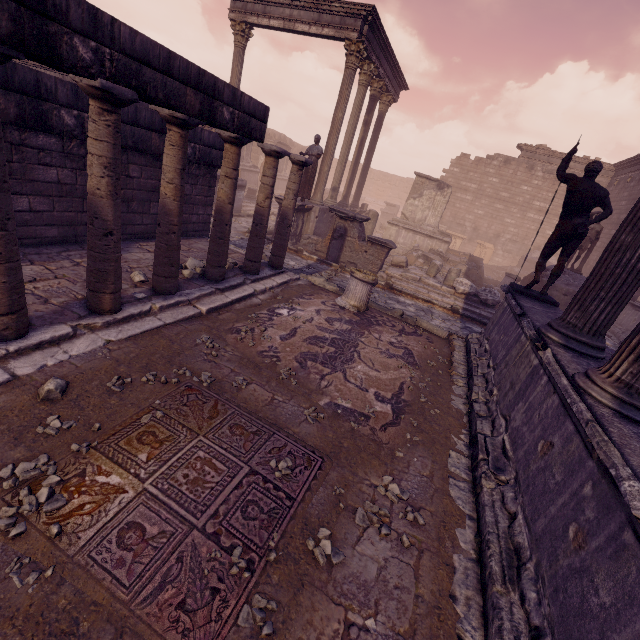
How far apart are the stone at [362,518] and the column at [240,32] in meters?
15.1

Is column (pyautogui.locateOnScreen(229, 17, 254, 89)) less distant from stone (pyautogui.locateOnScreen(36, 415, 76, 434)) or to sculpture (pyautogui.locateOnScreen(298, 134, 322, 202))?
sculpture (pyautogui.locateOnScreen(298, 134, 322, 202))

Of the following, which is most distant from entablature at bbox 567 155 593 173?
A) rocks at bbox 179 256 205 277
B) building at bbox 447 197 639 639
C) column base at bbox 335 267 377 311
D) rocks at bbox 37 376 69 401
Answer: rocks at bbox 37 376 69 401

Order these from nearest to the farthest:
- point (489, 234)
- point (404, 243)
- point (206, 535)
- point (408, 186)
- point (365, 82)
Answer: point (206, 535) < point (365, 82) < point (404, 243) < point (489, 234) < point (408, 186)

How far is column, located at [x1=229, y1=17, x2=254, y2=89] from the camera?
12.49m

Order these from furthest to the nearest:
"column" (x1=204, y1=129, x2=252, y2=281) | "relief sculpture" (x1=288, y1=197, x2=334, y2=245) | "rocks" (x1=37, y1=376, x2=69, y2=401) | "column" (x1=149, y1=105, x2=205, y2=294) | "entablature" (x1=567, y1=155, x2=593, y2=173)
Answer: "entablature" (x1=567, y1=155, x2=593, y2=173)
"relief sculpture" (x1=288, y1=197, x2=334, y2=245)
"column" (x1=204, y1=129, x2=252, y2=281)
"column" (x1=149, y1=105, x2=205, y2=294)
"rocks" (x1=37, y1=376, x2=69, y2=401)

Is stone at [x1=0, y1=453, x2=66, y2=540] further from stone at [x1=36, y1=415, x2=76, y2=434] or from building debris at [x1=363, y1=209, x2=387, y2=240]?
building debris at [x1=363, y1=209, x2=387, y2=240]

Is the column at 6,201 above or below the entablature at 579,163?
below
